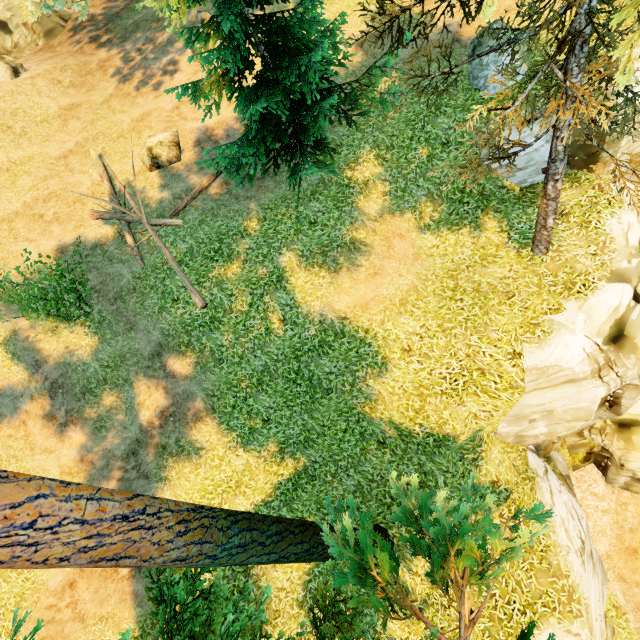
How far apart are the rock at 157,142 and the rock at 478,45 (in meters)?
11.30

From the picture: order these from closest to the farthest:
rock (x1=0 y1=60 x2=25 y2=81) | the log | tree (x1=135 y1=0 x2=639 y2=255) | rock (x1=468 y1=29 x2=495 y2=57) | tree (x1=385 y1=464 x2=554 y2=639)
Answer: tree (x1=135 y1=0 x2=639 y2=255)
tree (x1=385 y1=464 x2=554 y2=639)
rock (x1=468 y1=29 x2=495 y2=57)
the log
rock (x1=0 y1=60 x2=25 y2=81)

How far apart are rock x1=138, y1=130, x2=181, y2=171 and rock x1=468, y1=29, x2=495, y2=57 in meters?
11.3 m

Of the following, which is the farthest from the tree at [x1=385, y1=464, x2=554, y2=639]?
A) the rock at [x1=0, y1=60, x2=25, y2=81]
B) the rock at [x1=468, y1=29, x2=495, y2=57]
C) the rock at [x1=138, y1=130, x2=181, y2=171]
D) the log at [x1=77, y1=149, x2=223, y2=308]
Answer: the rock at [x1=0, y1=60, x2=25, y2=81]

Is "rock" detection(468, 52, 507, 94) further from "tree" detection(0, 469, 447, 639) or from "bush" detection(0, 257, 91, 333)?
"bush" detection(0, 257, 91, 333)

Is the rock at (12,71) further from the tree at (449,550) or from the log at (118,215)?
the log at (118,215)

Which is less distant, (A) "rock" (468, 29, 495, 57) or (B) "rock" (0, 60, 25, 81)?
(A) "rock" (468, 29, 495, 57)

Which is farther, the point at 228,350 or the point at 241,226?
the point at 241,226
